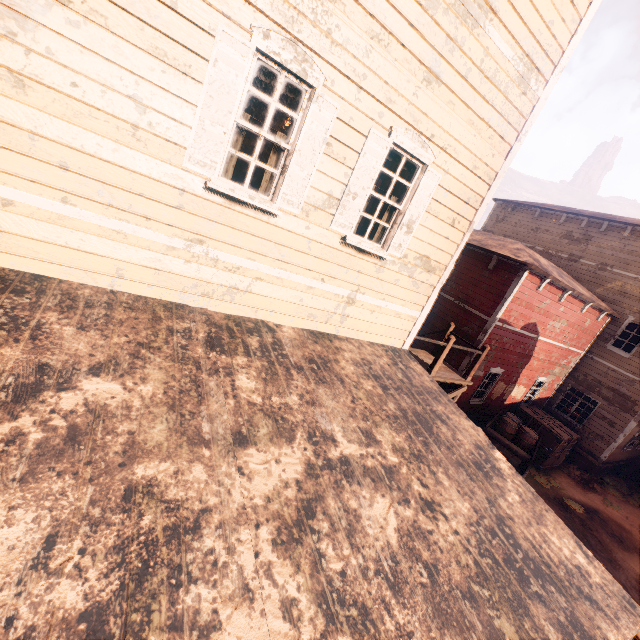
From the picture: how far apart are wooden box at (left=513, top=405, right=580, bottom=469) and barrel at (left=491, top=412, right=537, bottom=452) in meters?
2.1 m

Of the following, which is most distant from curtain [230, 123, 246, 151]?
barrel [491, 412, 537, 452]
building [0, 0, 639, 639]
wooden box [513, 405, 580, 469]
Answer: wooden box [513, 405, 580, 469]

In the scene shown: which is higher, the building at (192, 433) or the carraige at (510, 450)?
the building at (192, 433)

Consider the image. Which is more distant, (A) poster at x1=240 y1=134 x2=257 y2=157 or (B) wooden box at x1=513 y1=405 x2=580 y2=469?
(B) wooden box at x1=513 y1=405 x2=580 y2=469

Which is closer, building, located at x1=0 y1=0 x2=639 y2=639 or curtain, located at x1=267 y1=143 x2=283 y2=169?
building, located at x1=0 y1=0 x2=639 y2=639

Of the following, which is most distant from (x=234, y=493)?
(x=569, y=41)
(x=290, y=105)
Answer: (x=290, y=105)

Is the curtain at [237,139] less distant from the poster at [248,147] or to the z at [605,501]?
the z at [605,501]

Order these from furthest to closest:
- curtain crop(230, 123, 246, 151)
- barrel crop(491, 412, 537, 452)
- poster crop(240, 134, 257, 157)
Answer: barrel crop(491, 412, 537, 452), poster crop(240, 134, 257, 157), curtain crop(230, 123, 246, 151)
